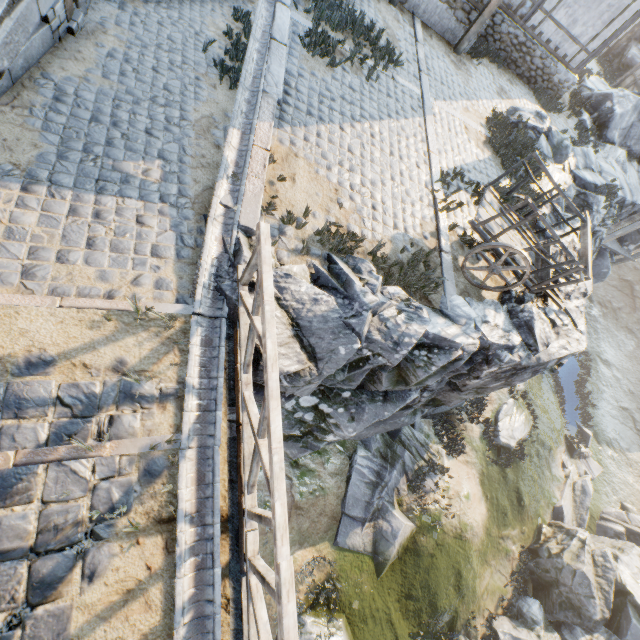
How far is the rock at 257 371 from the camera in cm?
412

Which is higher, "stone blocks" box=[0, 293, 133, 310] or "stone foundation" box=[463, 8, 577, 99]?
"stone foundation" box=[463, 8, 577, 99]

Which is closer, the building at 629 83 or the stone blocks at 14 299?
the stone blocks at 14 299

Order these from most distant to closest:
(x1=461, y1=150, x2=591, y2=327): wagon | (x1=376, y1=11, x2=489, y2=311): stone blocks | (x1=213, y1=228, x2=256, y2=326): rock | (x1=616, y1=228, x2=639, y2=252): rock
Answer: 1. (x1=616, y1=228, x2=639, y2=252): rock
2. (x1=376, y1=11, x2=489, y2=311): stone blocks
3. (x1=461, y1=150, x2=591, y2=327): wagon
4. (x1=213, y1=228, x2=256, y2=326): rock

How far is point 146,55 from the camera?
6.3m

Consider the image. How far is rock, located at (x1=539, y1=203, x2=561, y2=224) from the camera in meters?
9.0

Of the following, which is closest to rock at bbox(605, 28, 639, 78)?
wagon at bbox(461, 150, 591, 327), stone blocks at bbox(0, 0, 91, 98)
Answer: stone blocks at bbox(0, 0, 91, 98)
